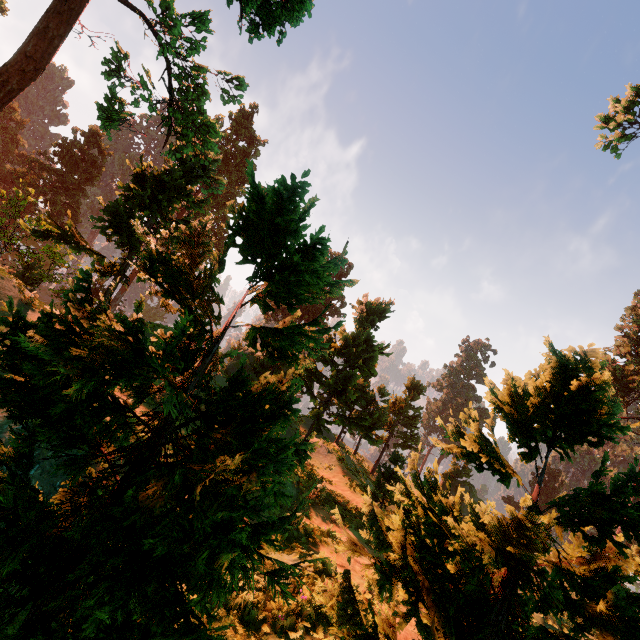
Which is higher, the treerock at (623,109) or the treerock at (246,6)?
the treerock at (623,109)

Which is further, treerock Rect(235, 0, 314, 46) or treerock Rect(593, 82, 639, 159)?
treerock Rect(593, 82, 639, 159)

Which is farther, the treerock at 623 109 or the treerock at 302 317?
the treerock at 623 109

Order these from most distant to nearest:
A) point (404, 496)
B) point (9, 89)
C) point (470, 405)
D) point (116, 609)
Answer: point (9, 89)
point (470, 405)
point (404, 496)
point (116, 609)

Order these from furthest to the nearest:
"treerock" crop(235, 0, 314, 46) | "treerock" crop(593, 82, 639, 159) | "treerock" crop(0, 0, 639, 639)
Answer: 1. "treerock" crop(593, 82, 639, 159)
2. "treerock" crop(235, 0, 314, 46)
3. "treerock" crop(0, 0, 639, 639)

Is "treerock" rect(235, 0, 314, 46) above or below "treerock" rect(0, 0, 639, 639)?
Result: above
